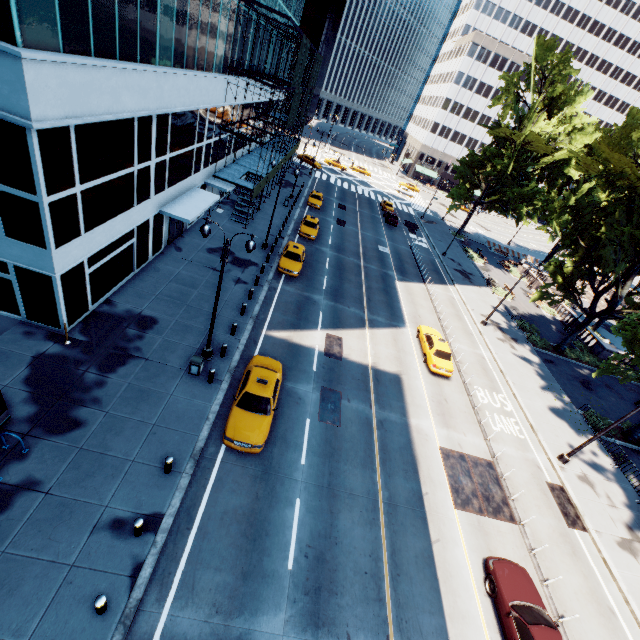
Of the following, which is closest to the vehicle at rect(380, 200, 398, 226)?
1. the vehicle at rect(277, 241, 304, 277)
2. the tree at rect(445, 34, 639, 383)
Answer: the tree at rect(445, 34, 639, 383)

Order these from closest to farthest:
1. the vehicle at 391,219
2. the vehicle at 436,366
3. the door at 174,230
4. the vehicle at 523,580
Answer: the vehicle at 523,580
the vehicle at 436,366
the door at 174,230
the vehicle at 391,219

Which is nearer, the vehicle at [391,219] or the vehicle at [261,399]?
the vehicle at [261,399]

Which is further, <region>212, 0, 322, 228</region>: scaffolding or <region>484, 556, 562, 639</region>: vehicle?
<region>212, 0, 322, 228</region>: scaffolding

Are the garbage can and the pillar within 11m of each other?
yes

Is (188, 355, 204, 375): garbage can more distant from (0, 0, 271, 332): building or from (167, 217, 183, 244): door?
(167, 217, 183, 244): door

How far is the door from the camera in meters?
23.2

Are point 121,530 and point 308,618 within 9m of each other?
yes
